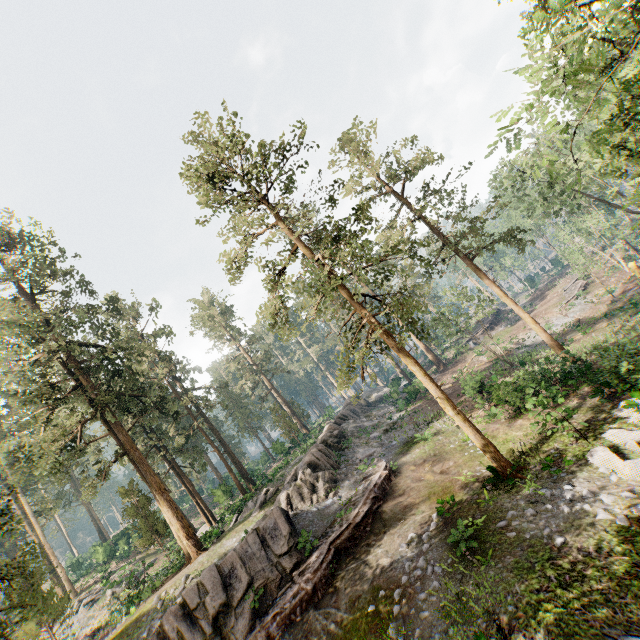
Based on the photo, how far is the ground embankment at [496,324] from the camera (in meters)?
49.29

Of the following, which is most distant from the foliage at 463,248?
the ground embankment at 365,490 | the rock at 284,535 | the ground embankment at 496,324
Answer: the ground embankment at 496,324

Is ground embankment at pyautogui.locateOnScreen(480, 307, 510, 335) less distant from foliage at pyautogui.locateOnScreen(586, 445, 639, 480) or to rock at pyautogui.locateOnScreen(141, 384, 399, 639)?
foliage at pyautogui.locateOnScreen(586, 445, 639, 480)

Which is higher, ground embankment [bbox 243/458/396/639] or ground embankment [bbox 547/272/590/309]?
ground embankment [bbox 243/458/396/639]

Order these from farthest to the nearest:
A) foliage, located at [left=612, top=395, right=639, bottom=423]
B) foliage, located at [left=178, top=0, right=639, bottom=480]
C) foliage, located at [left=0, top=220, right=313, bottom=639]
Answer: foliage, located at [left=0, top=220, right=313, bottom=639] → foliage, located at [left=612, top=395, right=639, bottom=423] → foliage, located at [left=178, top=0, right=639, bottom=480]

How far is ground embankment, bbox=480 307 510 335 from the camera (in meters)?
49.29

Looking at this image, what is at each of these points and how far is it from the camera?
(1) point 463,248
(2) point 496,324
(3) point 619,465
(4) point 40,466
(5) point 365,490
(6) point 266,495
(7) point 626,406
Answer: (1) foliage, 22.3m
(2) ground embankment, 51.0m
(3) foliage, 12.2m
(4) foliage, 19.3m
(5) ground embankment, 19.4m
(6) foliage, 25.5m
(7) foliage, 14.2m

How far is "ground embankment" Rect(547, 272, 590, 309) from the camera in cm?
4006
